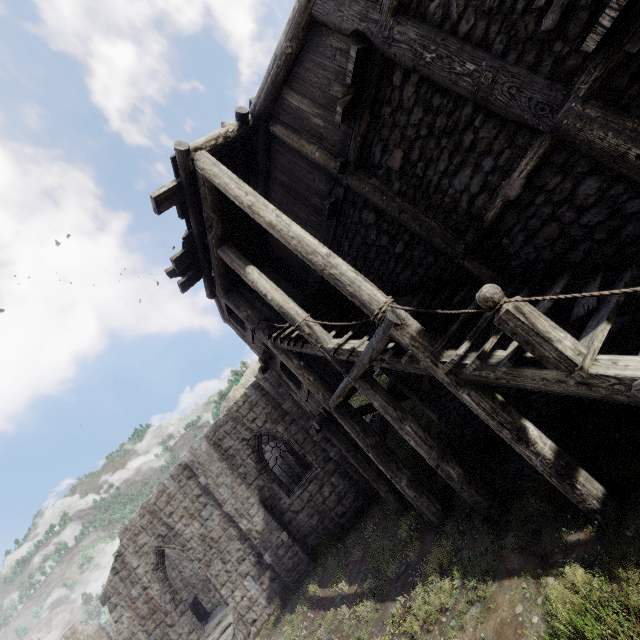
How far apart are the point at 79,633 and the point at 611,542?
27.3 meters
